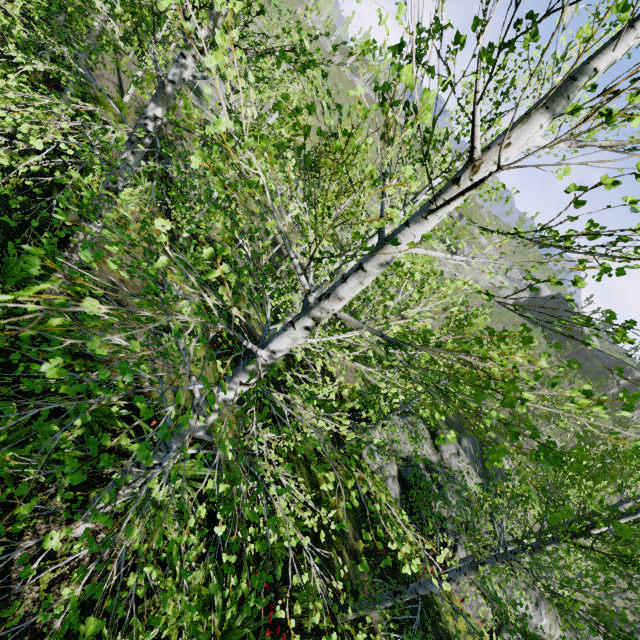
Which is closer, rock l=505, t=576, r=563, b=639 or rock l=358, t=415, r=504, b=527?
rock l=505, t=576, r=563, b=639

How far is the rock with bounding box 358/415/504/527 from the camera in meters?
14.1 m

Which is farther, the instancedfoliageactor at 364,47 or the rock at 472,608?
the rock at 472,608

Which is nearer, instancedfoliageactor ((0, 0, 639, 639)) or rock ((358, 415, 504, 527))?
instancedfoliageactor ((0, 0, 639, 639))

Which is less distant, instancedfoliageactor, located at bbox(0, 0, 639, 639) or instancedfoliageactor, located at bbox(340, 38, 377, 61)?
instancedfoliageactor, located at bbox(0, 0, 639, 639)

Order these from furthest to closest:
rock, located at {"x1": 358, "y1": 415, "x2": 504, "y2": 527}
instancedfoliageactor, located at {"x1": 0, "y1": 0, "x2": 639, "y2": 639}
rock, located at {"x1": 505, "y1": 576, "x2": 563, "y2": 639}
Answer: rock, located at {"x1": 358, "y1": 415, "x2": 504, "y2": 527}, rock, located at {"x1": 505, "y1": 576, "x2": 563, "y2": 639}, instancedfoliageactor, located at {"x1": 0, "y1": 0, "x2": 639, "y2": 639}

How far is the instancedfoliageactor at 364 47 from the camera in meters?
2.0

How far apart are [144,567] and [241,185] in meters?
20.5 m
